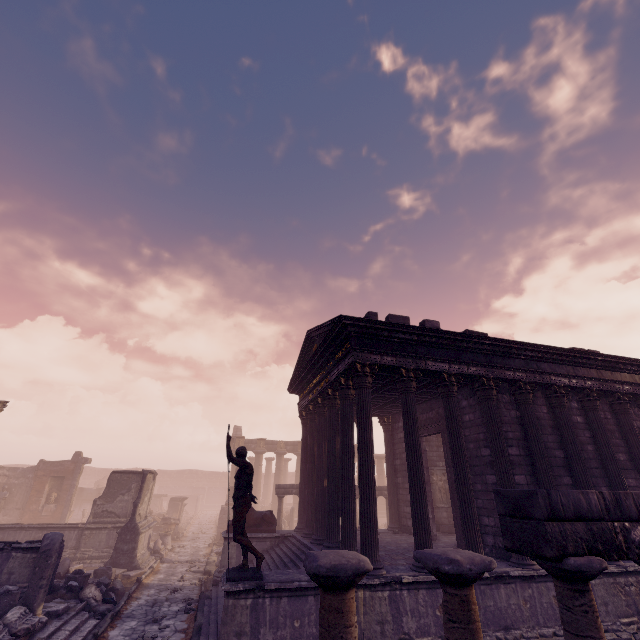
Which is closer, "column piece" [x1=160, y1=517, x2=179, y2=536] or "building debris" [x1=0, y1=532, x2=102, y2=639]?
"building debris" [x1=0, y1=532, x2=102, y2=639]

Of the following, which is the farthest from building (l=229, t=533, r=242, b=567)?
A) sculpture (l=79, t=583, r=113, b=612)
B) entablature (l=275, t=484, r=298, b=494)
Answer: entablature (l=275, t=484, r=298, b=494)

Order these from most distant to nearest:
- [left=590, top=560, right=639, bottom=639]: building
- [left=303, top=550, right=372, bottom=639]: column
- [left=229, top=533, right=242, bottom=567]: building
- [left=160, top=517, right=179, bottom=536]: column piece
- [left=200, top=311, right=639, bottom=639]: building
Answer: [left=160, top=517, right=179, bottom=536]: column piece, [left=229, top=533, right=242, bottom=567]: building, [left=590, top=560, right=639, bottom=639]: building, [left=200, top=311, right=639, bottom=639]: building, [left=303, top=550, right=372, bottom=639]: column

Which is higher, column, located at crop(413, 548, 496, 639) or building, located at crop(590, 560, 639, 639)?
column, located at crop(413, 548, 496, 639)

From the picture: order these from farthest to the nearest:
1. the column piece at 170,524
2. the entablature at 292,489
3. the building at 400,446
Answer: the column piece at 170,524 → the entablature at 292,489 → the building at 400,446

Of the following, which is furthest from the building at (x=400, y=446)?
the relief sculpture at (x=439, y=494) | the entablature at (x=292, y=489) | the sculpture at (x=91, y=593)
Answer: the entablature at (x=292, y=489)

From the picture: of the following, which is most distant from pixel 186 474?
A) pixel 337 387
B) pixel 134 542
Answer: pixel 337 387

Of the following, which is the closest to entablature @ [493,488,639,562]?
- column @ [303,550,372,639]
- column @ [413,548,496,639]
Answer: column @ [413,548,496,639]
